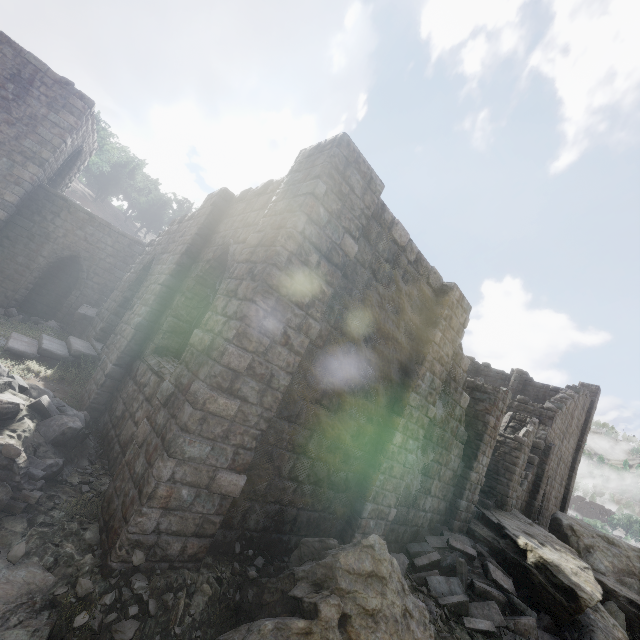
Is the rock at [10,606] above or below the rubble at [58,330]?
below

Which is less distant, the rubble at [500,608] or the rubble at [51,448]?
the rubble at [51,448]

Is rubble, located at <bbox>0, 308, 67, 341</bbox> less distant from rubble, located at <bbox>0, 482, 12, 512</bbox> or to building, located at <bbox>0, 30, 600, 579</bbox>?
building, located at <bbox>0, 30, 600, 579</bbox>

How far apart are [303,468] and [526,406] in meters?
18.8 m

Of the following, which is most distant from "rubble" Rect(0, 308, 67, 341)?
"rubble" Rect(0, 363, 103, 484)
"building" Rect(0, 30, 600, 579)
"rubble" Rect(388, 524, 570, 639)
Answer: "rubble" Rect(388, 524, 570, 639)

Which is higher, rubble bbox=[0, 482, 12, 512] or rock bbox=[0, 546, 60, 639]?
rubble bbox=[0, 482, 12, 512]

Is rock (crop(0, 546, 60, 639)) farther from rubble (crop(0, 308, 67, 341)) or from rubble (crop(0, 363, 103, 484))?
rubble (crop(0, 308, 67, 341))
